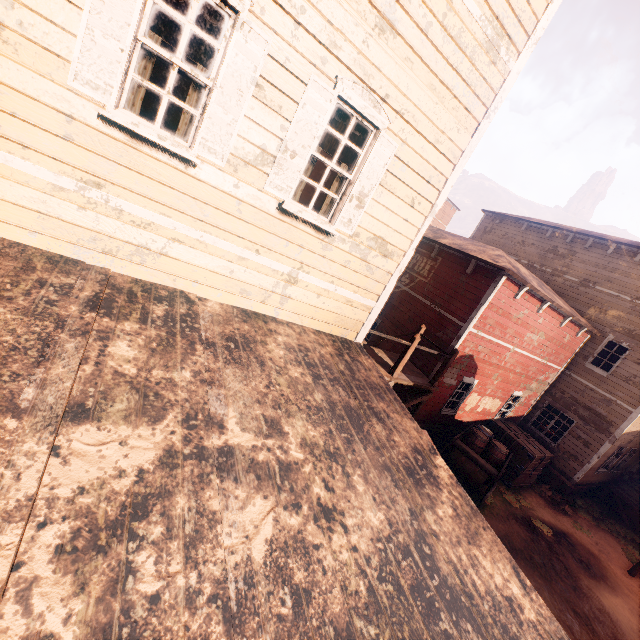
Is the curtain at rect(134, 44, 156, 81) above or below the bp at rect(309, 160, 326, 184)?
below

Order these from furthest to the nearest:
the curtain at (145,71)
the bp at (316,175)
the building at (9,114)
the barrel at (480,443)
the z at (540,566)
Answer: the barrel at (480,443) → the z at (540,566) → the bp at (316,175) → the curtain at (145,71) → the building at (9,114)

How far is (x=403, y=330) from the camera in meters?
12.6

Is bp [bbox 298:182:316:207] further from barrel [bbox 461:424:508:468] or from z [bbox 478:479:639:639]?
barrel [bbox 461:424:508:468]

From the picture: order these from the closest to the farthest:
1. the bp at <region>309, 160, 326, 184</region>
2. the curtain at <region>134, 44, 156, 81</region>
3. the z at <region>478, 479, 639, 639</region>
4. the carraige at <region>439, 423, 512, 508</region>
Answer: the curtain at <region>134, 44, 156, 81</region>
the bp at <region>309, 160, 326, 184</region>
the z at <region>478, 479, 639, 639</region>
the carraige at <region>439, 423, 512, 508</region>

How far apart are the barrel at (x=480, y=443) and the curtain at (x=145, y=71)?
12.2 meters

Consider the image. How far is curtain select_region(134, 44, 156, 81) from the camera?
3.2m

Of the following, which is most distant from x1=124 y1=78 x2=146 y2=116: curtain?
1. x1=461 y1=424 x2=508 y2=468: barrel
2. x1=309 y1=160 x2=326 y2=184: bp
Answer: x1=461 y1=424 x2=508 y2=468: barrel
